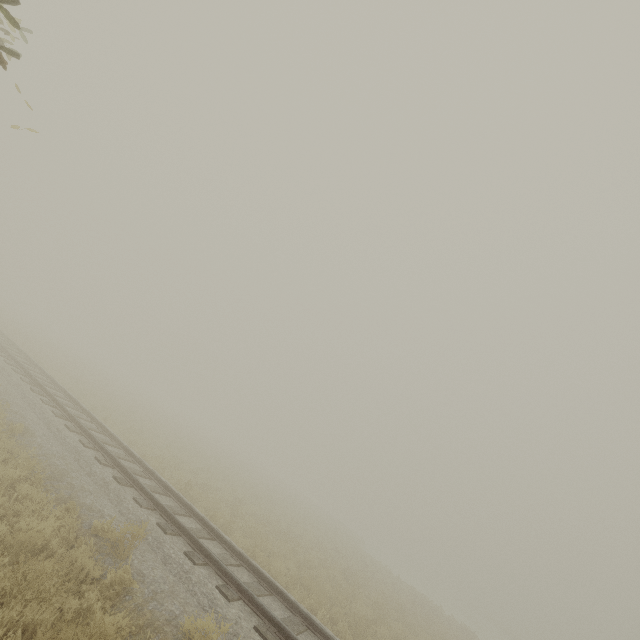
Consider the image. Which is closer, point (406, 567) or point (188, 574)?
point (188, 574)
